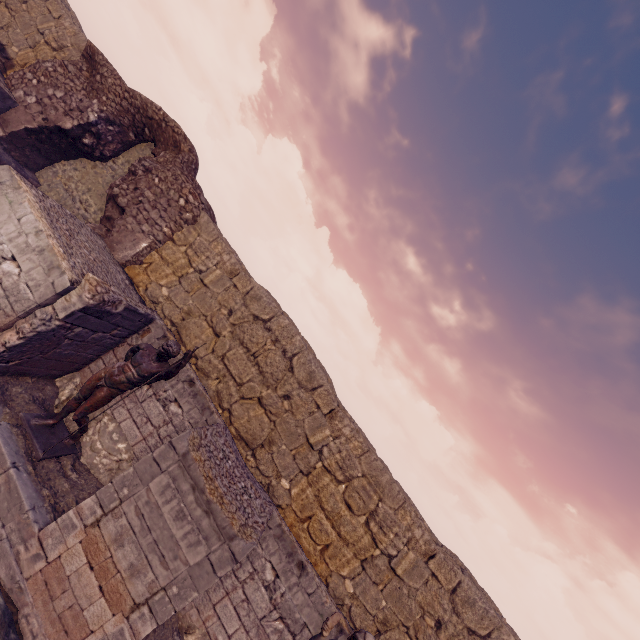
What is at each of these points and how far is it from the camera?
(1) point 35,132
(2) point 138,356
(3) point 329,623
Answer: (1) wall arch, 9.23m
(2) sculpture, 5.48m
(3) sculpture, 4.93m

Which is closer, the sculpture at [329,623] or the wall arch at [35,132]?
the sculpture at [329,623]

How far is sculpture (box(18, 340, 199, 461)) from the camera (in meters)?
5.17

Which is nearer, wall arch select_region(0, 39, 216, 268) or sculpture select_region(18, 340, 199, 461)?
sculpture select_region(18, 340, 199, 461)

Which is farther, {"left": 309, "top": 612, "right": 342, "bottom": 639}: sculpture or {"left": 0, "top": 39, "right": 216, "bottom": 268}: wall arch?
{"left": 0, "top": 39, "right": 216, "bottom": 268}: wall arch

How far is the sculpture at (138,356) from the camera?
5.2m
